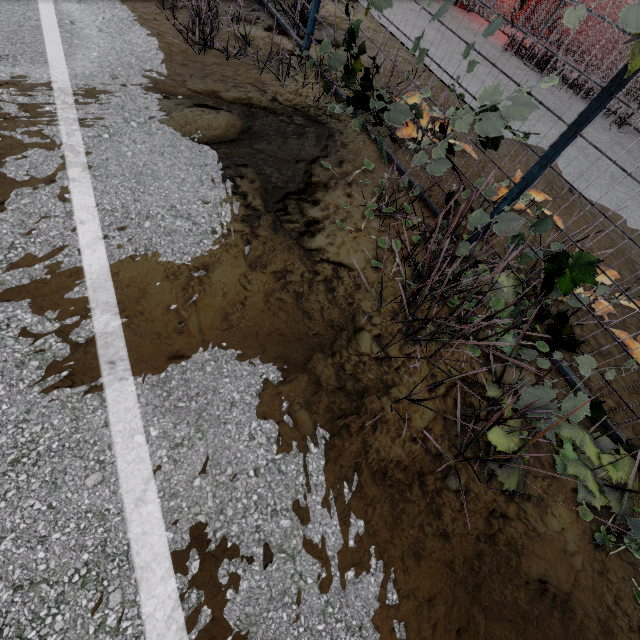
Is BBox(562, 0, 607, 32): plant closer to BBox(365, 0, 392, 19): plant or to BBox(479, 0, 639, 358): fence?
BBox(479, 0, 639, 358): fence

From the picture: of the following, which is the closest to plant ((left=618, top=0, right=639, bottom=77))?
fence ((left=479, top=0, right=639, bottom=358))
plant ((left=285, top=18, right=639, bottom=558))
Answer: fence ((left=479, top=0, right=639, bottom=358))

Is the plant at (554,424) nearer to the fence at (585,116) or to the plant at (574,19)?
the fence at (585,116)

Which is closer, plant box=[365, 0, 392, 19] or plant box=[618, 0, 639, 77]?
plant box=[618, 0, 639, 77]

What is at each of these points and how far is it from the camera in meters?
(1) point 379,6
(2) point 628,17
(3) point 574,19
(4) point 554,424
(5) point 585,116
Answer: (1) plant, 3.1
(2) plant, 1.7
(3) plant, 1.8
(4) plant, 1.7
(5) fence, 2.2

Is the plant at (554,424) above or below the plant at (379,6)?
below

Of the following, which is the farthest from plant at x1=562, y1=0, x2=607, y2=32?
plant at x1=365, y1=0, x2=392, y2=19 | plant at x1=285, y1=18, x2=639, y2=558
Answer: plant at x1=365, y1=0, x2=392, y2=19
